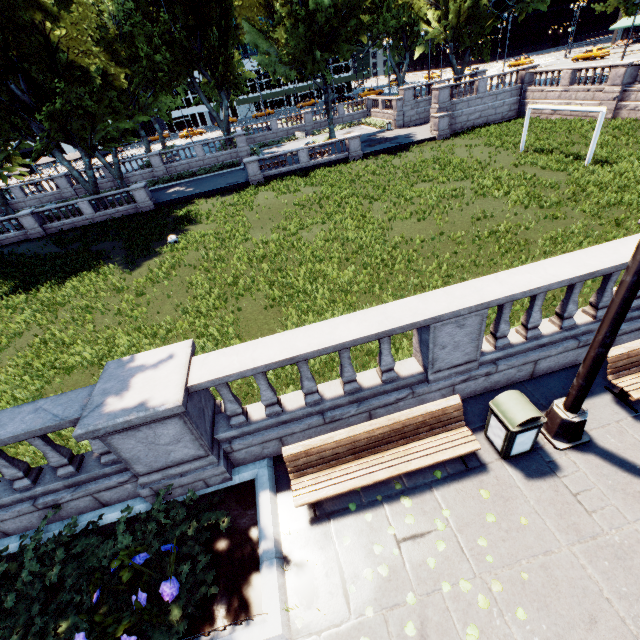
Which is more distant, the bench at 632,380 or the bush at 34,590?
the bench at 632,380

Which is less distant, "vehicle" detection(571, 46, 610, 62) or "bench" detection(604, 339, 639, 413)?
"bench" detection(604, 339, 639, 413)

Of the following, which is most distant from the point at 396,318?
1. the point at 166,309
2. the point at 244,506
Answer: the point at 166,309

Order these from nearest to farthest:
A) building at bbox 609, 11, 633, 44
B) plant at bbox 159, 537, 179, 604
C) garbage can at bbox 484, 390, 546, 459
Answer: plant at bbox 159, 537, 179, 604 < garbage can at bbox 484, 390, 546, 459 < building at bbox 609, 11, 633, 44

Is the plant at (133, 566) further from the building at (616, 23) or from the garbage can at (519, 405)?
the building at (616, 23)

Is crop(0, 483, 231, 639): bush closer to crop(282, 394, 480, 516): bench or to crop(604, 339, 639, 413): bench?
crop(282, 394, 480, 516): bench

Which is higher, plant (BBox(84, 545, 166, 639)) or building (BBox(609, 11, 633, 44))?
building (BBox(609, 11, 633, 44))

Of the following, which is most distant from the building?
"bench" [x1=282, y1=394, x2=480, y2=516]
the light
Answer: "bench" [x1=282, y1=394, x2=480, y2=516]
